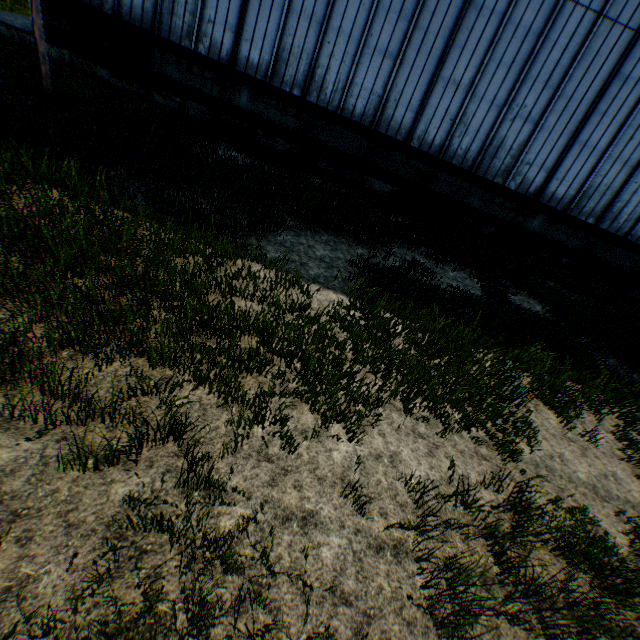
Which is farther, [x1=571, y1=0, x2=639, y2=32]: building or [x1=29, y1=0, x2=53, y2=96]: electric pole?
[x1=571, y1=0, x2=639, y2=32]: building

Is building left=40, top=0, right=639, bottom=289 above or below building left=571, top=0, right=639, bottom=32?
below

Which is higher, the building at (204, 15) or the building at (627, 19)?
the building at (627, 19)

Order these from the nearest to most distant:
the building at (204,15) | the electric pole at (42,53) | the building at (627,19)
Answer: the electric pole at (42,53) < the building at (627,19) < the building at (204,15)

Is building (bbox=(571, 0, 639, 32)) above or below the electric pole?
above

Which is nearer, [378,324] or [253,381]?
[253,381]

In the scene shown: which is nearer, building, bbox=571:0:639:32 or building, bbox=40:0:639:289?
building, bbox=571:0:639:32
